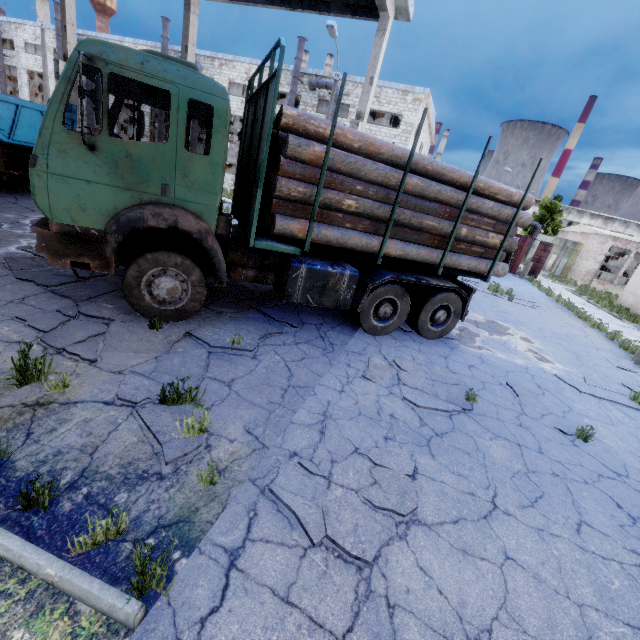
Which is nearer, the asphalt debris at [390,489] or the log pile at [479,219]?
the asphalt debris at [390,489]

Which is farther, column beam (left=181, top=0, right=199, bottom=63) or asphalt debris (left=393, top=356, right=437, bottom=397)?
column beam (left=181, top=0, right=199, bottom=63)

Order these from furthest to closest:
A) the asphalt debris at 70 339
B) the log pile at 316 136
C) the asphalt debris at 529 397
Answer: the asphalt debris at 529 397 → the log pile at 316 136 → the asphalt debris at 70 339

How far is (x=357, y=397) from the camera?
4.84m

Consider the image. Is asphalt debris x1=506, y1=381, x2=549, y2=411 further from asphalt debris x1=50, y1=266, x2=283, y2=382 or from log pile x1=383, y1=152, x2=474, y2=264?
asphalt debris x1=50, y1=266, x2=283, y2=382

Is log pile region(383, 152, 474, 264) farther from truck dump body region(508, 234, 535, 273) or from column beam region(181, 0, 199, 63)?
truck dump body region(508, 234, 535, 273)

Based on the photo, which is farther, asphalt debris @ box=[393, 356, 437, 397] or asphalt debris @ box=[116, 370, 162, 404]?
asphalt debris @ box=[393, 356, 437, 397]

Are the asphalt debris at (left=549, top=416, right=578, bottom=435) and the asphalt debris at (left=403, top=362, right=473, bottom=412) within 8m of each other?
yes
